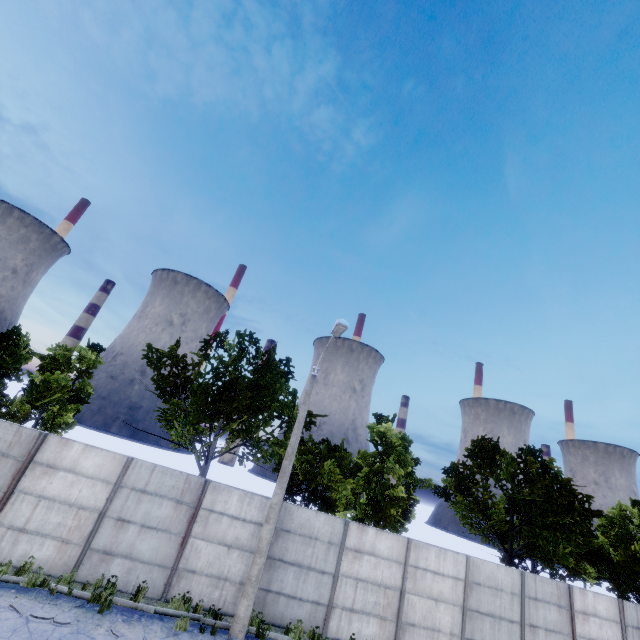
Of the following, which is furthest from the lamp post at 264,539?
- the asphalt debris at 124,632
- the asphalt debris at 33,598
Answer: the asphalt debris at 33,598

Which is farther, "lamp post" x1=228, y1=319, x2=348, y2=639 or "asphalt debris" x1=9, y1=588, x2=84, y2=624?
"lamp post" x1=228, y1=319, x2=348, y2=639

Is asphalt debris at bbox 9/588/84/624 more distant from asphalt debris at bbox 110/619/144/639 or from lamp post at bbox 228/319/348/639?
lamp post at bbox 228/319/348/639

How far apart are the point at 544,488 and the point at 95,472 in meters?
21.1 m

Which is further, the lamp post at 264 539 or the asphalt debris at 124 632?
the lamp post at 264 539

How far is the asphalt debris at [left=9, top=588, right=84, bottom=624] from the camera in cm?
806

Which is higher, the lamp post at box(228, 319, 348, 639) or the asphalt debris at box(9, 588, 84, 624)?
the lamp post at box(228, 319, 348, 639)

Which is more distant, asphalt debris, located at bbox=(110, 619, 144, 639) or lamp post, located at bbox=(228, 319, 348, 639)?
lamp post, located at bbox=(228, 319, 348, 639)
